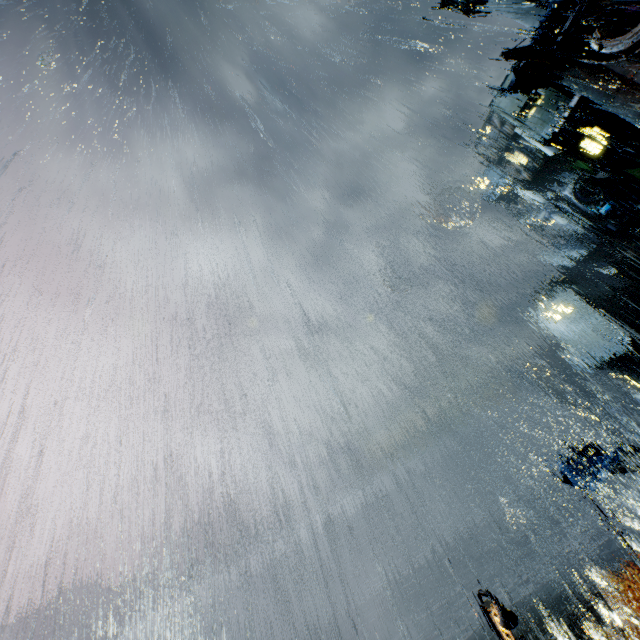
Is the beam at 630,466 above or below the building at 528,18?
below

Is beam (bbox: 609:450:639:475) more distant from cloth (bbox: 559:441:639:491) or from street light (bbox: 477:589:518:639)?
street light (bbox: 477:589:518:639)

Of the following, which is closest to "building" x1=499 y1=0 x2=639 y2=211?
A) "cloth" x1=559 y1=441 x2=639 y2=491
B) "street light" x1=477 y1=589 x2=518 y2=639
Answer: "street light" x1=477 y1=589 x2=518 y2=639

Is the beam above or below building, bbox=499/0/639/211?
below

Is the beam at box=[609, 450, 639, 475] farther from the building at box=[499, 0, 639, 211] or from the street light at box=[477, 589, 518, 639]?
the street light at box=[477, 589, 518, 639]

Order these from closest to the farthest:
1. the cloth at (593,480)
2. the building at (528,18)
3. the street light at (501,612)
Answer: the street light at (501,612), the cloth at (593,480), the building at (528,18)

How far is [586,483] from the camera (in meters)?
21.38

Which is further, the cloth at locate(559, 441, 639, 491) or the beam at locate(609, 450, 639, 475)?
the cloth at locate(559, 441, 639, 491)
